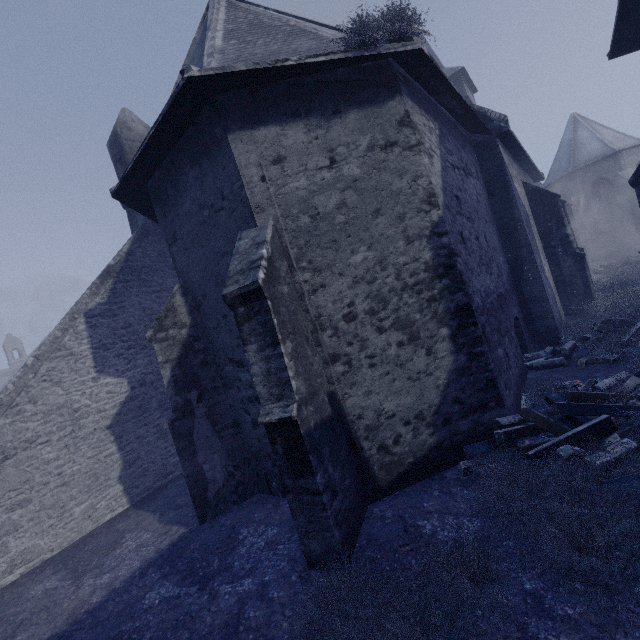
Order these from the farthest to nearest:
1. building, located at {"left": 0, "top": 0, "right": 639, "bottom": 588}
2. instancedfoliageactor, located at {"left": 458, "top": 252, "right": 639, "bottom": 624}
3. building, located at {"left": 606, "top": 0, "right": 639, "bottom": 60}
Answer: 1. building, located at {"left": 606, "top": 0, "right": 639, "bottom": 60}
2. building, located at {"left": 0, "top": 0, "right": 639, "bottom": 588}
3. instancedfoliageactor, located at {"left": 458, "top": 252, "right": 639, "bottom": 624}

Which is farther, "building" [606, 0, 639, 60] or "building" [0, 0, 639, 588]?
"building" [606, 0, 639, 60]

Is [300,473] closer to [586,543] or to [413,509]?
[413,509]

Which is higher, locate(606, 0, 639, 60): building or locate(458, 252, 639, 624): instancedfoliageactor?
locate(606, 0, 639, 60): building

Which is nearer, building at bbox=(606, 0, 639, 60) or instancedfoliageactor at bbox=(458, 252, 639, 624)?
instancedfoliageactor at bbox=(458, 252, 639, 624)

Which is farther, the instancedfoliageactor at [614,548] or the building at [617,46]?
the building at [617,46]
